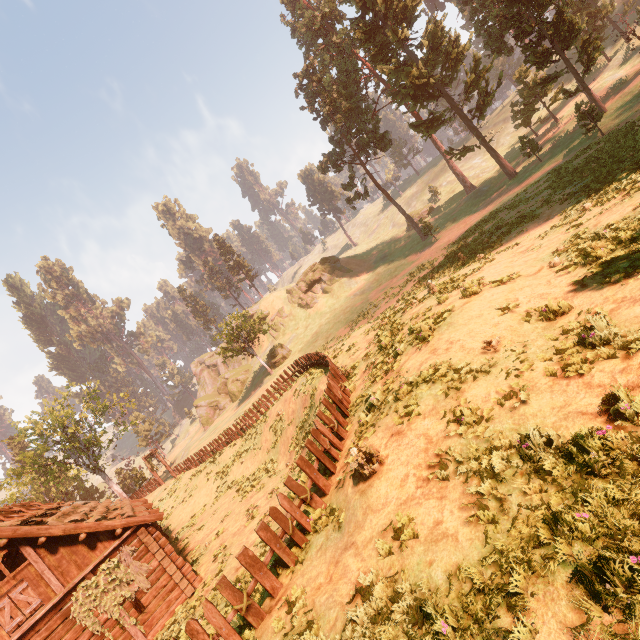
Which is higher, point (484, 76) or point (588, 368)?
point (484, 76)

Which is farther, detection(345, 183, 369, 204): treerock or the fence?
detection(345, 183, 369, 204): treerock

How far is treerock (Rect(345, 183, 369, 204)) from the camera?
48.30m

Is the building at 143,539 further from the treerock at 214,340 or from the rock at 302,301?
the rock at 302,301

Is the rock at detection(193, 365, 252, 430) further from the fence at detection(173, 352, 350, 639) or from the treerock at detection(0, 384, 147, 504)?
the fence at detection(173, 352, 350, 639)

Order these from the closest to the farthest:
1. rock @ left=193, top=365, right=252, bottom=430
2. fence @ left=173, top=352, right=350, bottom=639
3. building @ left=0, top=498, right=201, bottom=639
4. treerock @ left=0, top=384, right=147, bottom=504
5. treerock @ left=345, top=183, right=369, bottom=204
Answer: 1. fence @ left=173, top=352, right=350, bottom=639
2. building @ left=0, top=498, right=201, bottom=639
3. treerock @ left=0, top=384, right=147, bottom=504
4. treerock @ left=345, top=183, right=369, bottom=204
5. rock @ left=193, top=365, right=252, bottom=430

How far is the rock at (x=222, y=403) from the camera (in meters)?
54.66

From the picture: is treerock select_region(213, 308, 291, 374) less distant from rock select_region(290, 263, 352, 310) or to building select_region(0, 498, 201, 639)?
building select_region(0, 498, 201, 639)
